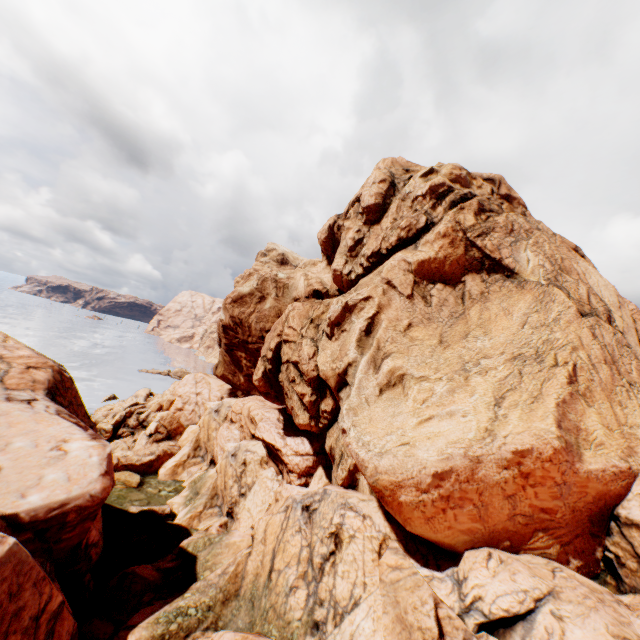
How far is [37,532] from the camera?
11.59m
